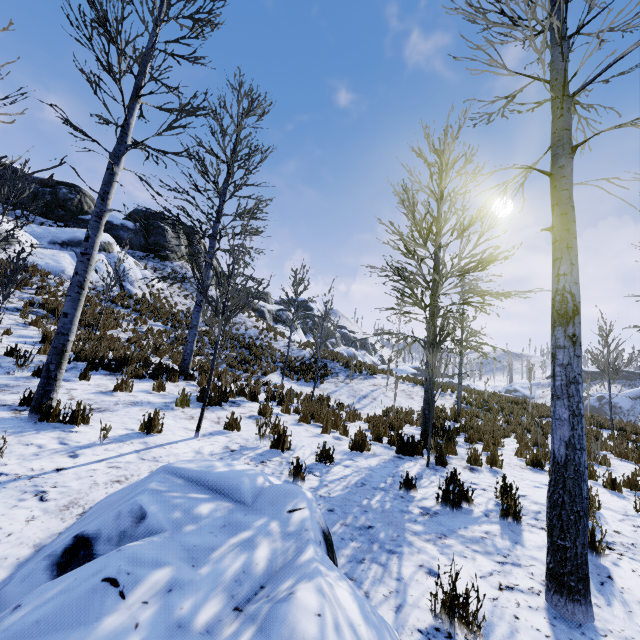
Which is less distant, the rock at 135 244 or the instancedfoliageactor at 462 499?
the instancedfoliageactor at 462 499

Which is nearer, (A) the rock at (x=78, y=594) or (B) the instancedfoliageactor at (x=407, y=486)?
(A) the rock at (x=78, y=594)

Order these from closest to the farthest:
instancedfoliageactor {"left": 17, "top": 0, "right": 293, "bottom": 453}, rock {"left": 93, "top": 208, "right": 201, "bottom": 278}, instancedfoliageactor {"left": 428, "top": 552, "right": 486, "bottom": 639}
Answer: instancedfoliageactor {"left": 428, "top": 552, "right": 486, "bottom": 639}, instancedfoliageactor {"left": 17, "top": 0, "right": 293, "bottom": 453}, rock {"left": 93, "top": 208, "right": 201, "bottom": 278}

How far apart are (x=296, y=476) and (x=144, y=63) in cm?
774

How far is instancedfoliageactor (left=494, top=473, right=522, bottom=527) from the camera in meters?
3.9

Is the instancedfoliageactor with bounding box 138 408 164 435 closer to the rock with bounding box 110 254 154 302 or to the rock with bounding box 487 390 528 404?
the rock with bounding box 487 390 528 404

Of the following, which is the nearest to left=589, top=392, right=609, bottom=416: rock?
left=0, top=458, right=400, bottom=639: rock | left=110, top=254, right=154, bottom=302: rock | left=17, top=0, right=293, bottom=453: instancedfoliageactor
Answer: left=110, top=254, right=154, bottom=302: rock
